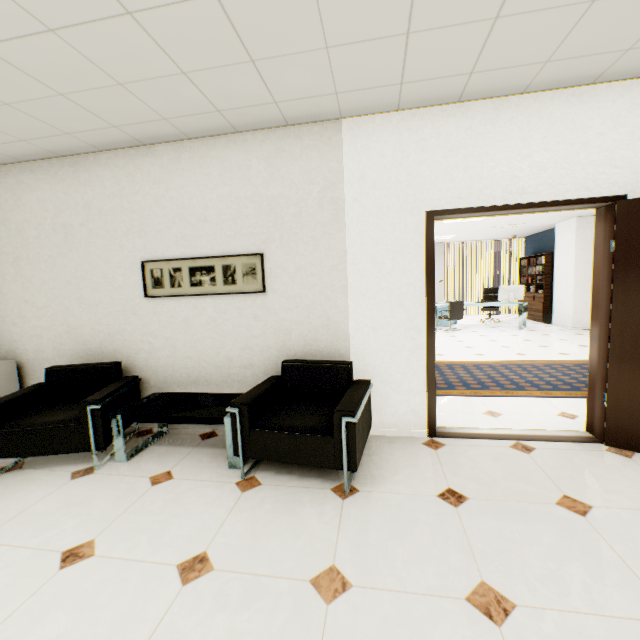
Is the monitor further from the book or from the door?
the door

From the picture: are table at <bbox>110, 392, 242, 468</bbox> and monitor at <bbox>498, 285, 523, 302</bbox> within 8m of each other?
no

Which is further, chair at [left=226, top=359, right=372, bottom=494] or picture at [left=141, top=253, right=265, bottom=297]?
picture at [left=141, top=253, right=265, bottom=297]

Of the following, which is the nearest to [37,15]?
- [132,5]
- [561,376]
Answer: → [132,5]

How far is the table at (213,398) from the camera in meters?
2.7

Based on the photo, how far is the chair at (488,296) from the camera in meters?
11.0 m

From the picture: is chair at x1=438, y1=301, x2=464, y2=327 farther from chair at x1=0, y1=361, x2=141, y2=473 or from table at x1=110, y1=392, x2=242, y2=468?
chair at x1=0, y1=361, x2=141, y2=473

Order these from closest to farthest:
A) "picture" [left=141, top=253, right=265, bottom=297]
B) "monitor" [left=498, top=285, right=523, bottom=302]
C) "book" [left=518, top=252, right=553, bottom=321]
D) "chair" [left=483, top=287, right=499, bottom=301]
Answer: "picture" [left=141, top=253, right=265, bottom=297] < "monitor" [left=498, top=285, right=523, bottom=302] < "book" [left=518, top=252, right=553, bottom=321] < "chair" [left=483, top=287, right=499, bottom=301]
